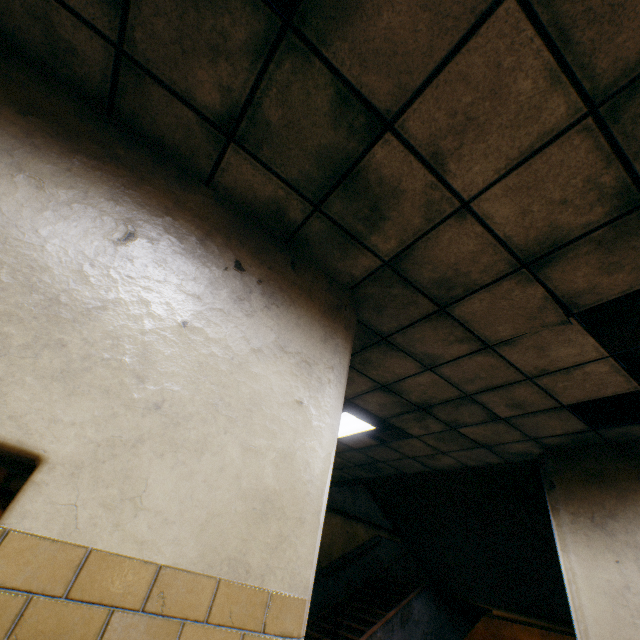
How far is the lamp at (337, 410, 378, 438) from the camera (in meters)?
4.68

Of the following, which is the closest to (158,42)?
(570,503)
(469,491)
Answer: (570,503)

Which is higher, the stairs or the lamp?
the lamp

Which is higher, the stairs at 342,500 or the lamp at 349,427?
the lamp at 349,427

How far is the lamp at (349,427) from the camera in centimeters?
468cm
